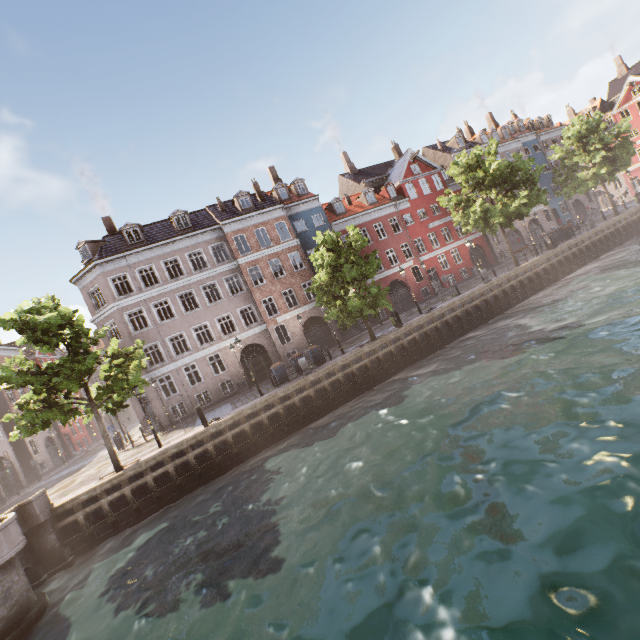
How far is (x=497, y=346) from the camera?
17.2m

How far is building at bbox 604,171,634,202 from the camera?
50.0m

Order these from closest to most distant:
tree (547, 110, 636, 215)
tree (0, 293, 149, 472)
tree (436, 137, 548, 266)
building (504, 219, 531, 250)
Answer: tree (0, 293, 149, 472)
tree (436, 137, 548, 266)
tree (547, 110, 636, 215)
building (504, 219, 531, 250)

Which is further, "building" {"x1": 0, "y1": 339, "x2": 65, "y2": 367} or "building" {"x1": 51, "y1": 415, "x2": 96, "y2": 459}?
"building" {"x1": 51, "y1": 415, "x2": 96, "y2": 459}

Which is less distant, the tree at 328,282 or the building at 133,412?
the tree at 328,282

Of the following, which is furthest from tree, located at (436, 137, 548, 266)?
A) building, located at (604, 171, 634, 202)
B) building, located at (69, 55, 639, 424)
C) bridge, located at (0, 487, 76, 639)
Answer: building, located at (69, 55, 639, 424)

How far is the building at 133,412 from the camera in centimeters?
2558cm
